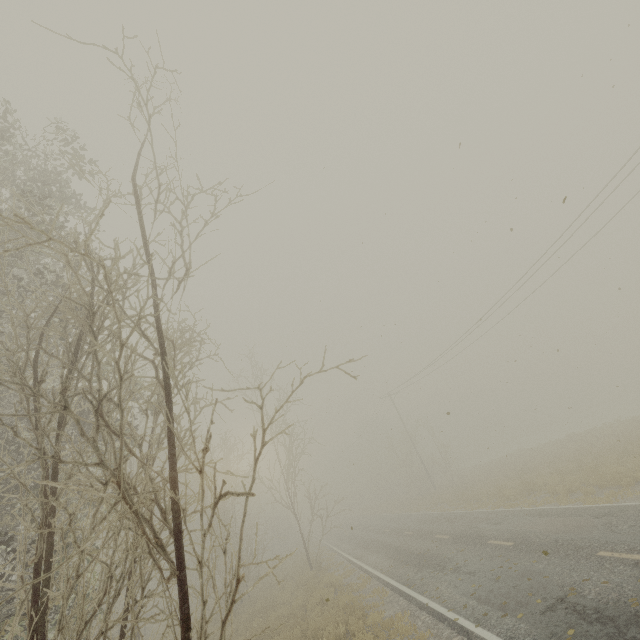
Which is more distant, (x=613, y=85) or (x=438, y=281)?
(x=438, y=281)
